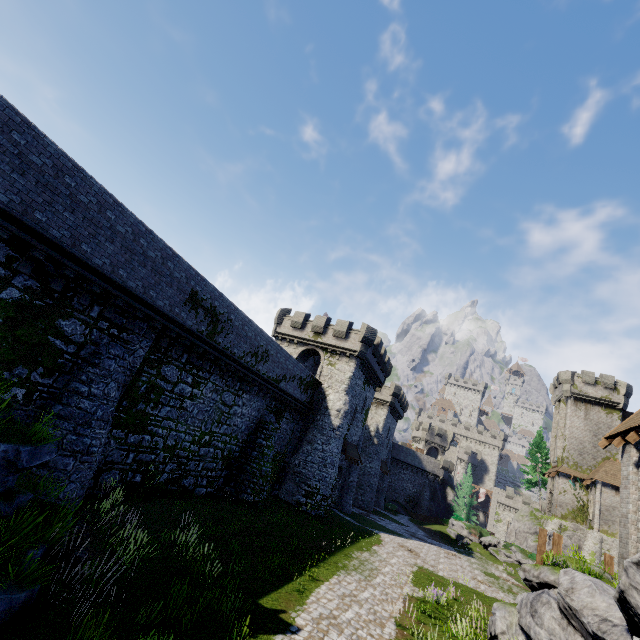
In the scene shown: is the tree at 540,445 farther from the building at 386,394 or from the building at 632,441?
the building at 386,394

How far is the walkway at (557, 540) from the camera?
15.8 meters

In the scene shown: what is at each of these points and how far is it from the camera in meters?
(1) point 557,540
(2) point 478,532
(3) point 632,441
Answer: (1) walkway, 15.9
(2) bush, 40.1
(3) building, 13.1

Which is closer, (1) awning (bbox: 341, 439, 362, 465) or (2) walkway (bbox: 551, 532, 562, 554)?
(2) walkway (bbox: 551, 532, 562, 554)

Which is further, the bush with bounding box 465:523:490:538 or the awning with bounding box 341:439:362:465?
the bush with bounding box 465:523:490:538

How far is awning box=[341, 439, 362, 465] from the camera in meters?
29.9

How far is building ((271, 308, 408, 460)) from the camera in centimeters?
3069cm

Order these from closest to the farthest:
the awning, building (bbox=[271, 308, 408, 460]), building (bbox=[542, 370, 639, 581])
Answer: building (bbox=[542, 370, 639, 581]) < the awning < building (bbox=[271, 308, 408, 460])
